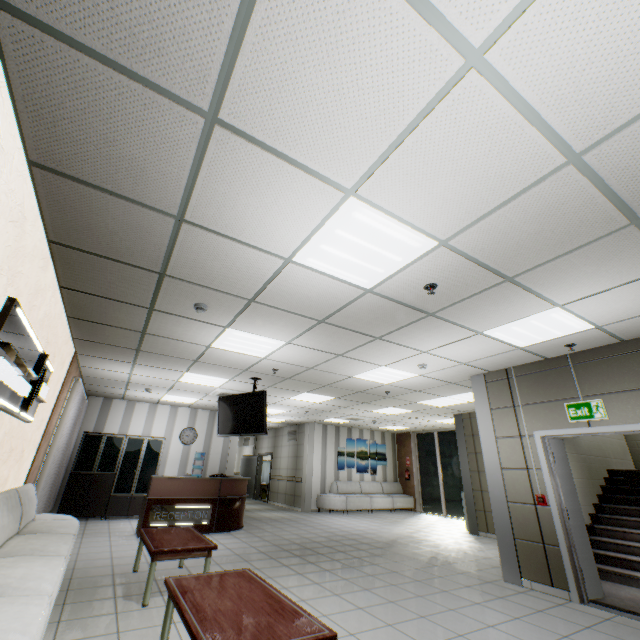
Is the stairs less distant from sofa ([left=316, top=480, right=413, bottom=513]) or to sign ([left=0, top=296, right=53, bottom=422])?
sign ([left=0, top=296, right=53, bottom=422])

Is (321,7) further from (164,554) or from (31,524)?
(31,524)

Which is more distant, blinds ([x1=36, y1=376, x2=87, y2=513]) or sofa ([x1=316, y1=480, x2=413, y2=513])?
sofa ([x1=316, y1=480, x2=413, y2=513])

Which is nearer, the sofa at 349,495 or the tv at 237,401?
the tv at 237,401

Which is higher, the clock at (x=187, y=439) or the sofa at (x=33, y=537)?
the clock at (x=187, y=439)

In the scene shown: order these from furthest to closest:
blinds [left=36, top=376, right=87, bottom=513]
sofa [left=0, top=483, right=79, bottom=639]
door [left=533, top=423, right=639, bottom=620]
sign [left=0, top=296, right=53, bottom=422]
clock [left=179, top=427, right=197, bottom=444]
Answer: clock [left=179, top=427, right=197, bottom=444] → blinds [left=36, top=376, right=87, bottom=513] → door [left=533, top=423, right=639, bottom=620] → sign [left=0, top=296, right=53, bottom=422] → sofa [left=0, top=483, right=79, bottom=639]

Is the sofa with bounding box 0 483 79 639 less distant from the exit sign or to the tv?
the tv

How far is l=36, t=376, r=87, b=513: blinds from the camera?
6.04m
